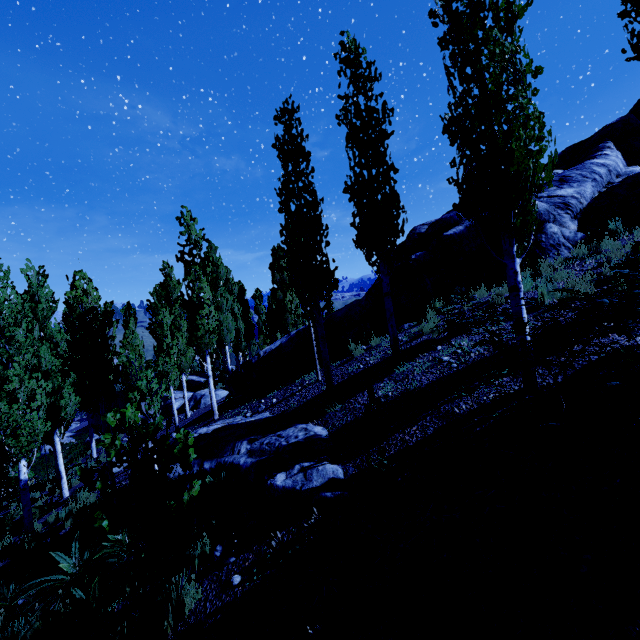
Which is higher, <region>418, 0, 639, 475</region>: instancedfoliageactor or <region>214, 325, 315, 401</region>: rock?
<region>418, 0, 639, 475</region>: instancedfoliageactor

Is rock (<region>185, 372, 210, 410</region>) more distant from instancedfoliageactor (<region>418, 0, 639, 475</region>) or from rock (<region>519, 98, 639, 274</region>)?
rock (<region>519, 98, 639, 274</region>)

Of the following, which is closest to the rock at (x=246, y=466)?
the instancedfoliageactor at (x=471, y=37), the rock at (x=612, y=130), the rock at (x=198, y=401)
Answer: the instancedfoliageactor at (x=471, y=37)

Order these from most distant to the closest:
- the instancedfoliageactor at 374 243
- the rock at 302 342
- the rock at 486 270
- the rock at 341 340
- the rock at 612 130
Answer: the rock at 302 342 → the rock at 341 340 → the rock at 486 270 → the rock at 612 130 → the instancedfoliageactor at 374 243

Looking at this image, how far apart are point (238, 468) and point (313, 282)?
4.3m

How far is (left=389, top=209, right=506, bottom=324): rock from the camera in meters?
10.2
